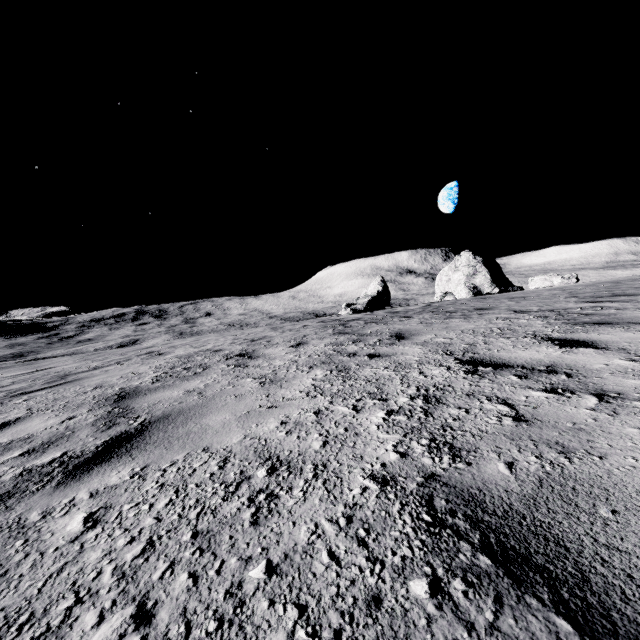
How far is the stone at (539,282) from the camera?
23.5 meters

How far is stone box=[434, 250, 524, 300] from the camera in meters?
32.3

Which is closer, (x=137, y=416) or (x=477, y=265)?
(x=137, y=416)

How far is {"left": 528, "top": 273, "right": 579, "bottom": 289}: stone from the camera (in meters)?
23.48

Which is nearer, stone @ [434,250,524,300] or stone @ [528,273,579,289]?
stone @ [528,273,579,289]

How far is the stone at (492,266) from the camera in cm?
3234
